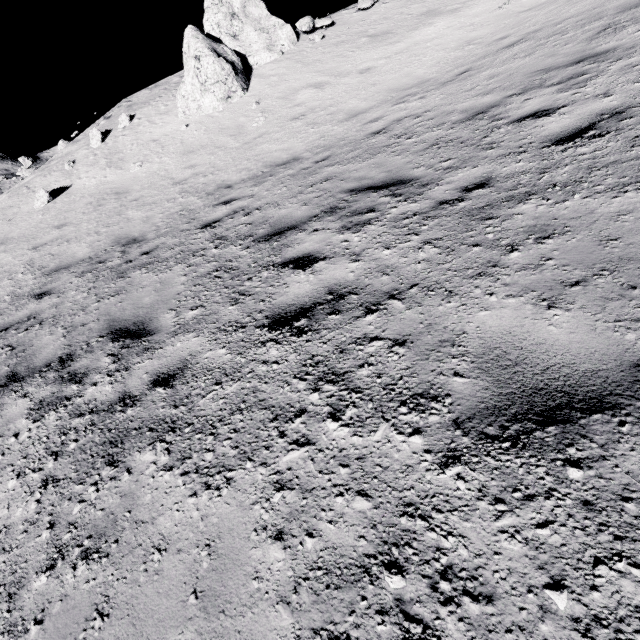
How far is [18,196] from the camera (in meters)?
12.77

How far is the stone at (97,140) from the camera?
13.16m

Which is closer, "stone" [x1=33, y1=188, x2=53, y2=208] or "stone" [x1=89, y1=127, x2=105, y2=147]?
"stone" [x1=33, y1=188, x2=53, y2=208]

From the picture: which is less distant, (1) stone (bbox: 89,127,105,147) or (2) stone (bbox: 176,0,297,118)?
(2) stone (bbox: 176,0,297,118)

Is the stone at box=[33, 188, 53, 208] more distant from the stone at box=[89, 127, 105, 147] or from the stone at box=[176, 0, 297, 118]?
the stone at box=[176, 0, 297, 118]

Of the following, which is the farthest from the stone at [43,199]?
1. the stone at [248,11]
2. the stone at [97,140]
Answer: the stone at [248,11]

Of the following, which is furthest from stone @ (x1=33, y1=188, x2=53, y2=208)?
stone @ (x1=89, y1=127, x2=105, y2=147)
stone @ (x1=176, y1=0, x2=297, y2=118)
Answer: stone @ (x1=176, y1=0, x2=297, y2=118)
